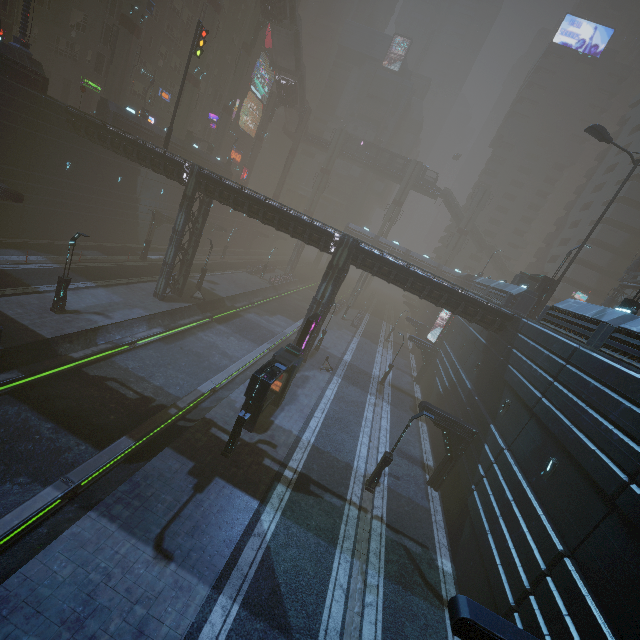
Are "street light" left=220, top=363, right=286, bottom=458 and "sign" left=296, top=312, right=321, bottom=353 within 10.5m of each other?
yes

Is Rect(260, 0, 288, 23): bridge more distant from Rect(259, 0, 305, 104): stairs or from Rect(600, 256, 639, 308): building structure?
Rect(600, 256, 639, 308): building structure

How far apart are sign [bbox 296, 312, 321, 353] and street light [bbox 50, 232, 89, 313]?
14.2m

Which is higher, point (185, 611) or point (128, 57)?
point (128, 57)

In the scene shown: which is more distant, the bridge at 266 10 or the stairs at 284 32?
the stairs at 284 32

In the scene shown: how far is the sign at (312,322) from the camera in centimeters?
2186cm

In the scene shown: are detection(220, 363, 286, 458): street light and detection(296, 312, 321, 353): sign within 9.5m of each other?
yes

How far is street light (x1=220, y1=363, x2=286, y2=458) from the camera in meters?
14.6 m
